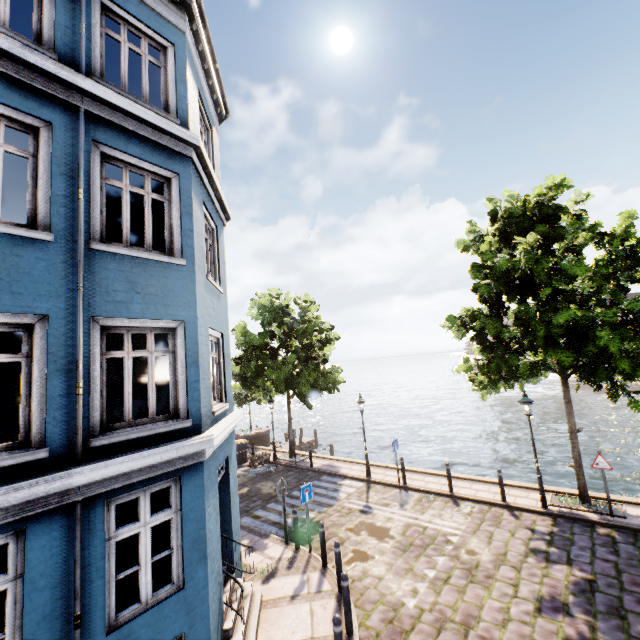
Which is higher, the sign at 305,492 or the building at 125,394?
the building at 125,394

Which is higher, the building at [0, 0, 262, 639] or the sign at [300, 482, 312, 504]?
the building at [0, 0, 262, 639]

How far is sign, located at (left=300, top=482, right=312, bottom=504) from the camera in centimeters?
957cm

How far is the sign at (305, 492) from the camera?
9.6 meters

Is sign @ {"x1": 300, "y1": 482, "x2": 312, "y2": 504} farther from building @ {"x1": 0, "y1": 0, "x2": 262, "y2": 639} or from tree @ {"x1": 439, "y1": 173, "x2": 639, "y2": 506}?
tree @ {"x1": 439, "y1": 173, "x2": 639, "y2": 506}

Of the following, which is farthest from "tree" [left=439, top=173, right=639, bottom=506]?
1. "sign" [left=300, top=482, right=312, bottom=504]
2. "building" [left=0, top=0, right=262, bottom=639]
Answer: "sign" [left=300, top=482, right=312, bottom=504]

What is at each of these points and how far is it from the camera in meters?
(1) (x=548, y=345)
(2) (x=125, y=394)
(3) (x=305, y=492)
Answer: (1) tree, 10.0
(2) building, 5.2
(3) sign, 9.7
